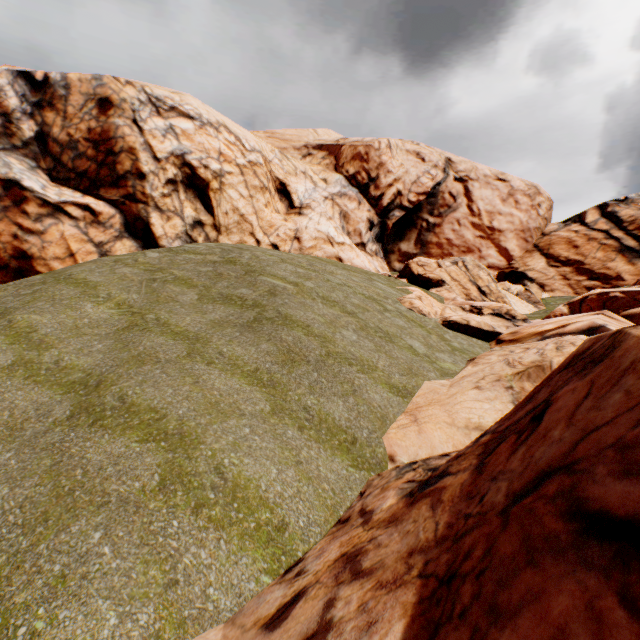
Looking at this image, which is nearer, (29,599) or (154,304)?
(29,599)
